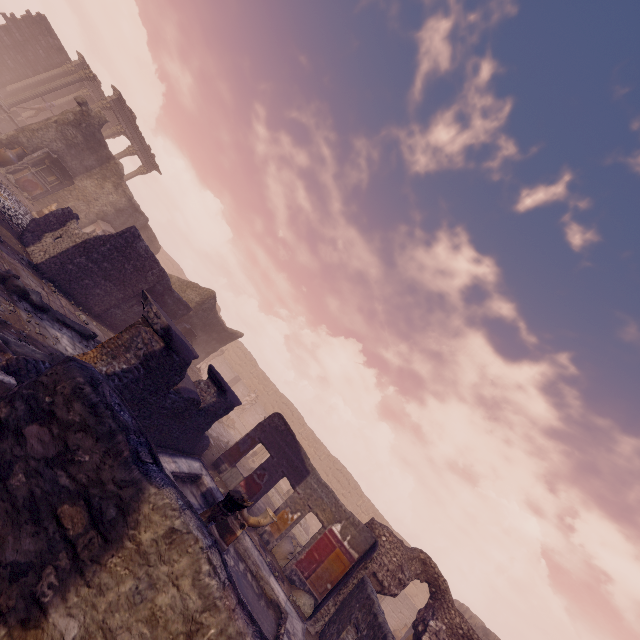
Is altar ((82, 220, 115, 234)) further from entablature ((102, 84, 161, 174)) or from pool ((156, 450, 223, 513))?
pool ((156, 450, 223, 513))

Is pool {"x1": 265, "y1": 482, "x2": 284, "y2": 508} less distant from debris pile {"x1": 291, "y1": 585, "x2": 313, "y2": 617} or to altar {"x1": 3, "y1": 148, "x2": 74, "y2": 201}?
debris pile {"x1": 291, "y1": 585, "x2": 313, "y2": 617}

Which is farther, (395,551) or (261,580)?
(395,551)

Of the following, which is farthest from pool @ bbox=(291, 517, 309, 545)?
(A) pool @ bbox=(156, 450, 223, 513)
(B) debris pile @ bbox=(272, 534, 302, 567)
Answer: (A) pool @ bbox=(156, 450, 223, 513)

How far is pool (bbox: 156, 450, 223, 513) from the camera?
7.3m

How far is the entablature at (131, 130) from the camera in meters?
22.5

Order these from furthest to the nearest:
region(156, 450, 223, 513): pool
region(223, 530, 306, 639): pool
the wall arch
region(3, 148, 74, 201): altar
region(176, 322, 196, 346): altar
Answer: region(176, 322, 196, 346): altar, region(3, 148, 74, 201): altar, the wall arch, region(156, 450, 223, 513): pool, region(223, 530, 306, 639): pool

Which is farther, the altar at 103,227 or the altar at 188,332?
the altar at 103,227
